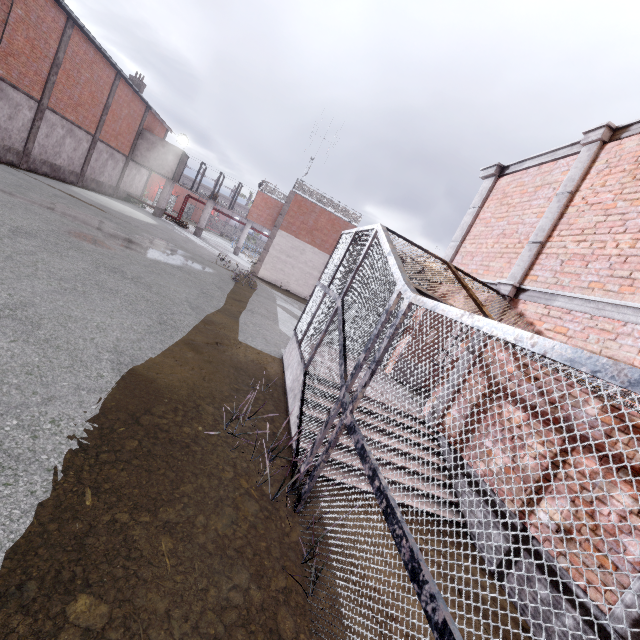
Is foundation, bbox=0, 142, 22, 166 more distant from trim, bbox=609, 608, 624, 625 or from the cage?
trim, bbox=609, 608, 624, 625

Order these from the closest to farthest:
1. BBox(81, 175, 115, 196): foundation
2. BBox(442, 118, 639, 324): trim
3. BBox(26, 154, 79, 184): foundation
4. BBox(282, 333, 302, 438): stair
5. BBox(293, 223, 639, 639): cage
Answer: BBox(293, 223, 639, 639): cage → BBox(442, 118, 639, 324): trim → BBox(282, 333, 302, 438): stair → BBox(26, 154, 79, 184): foundation → BBox(81, 175, 115, 196): foundation

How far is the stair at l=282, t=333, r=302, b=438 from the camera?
5.50m

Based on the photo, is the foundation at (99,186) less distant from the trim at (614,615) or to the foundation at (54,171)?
the foundation at (54,171)

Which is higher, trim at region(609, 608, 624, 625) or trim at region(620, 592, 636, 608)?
trim at region(620, 592, 636, 608)

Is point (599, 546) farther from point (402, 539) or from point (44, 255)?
point (44, 255)

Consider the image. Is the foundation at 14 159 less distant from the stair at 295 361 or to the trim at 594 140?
the stair at 295 361

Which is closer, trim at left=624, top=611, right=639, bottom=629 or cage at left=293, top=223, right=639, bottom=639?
cage at left=293, top=223, right=639, bottom=639
